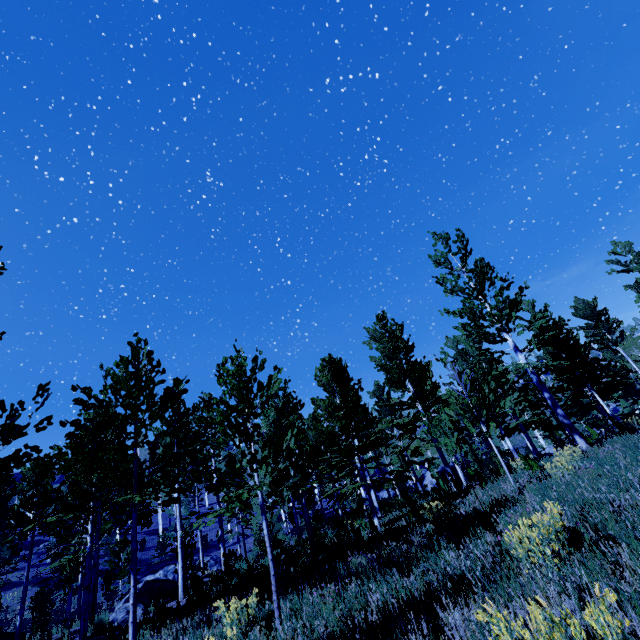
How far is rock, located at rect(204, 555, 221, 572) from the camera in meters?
27.4

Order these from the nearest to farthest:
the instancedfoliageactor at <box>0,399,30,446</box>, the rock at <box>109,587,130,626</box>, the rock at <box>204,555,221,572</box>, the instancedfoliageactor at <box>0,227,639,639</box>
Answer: the instancedfoliageactor at <box>0,399,30,446</box>, the instancedfoliageactor at <box>0,227,639,639</box>, the rock at <box>109,587,130,626</box>, the rock at <box>204,555,221,572</box>

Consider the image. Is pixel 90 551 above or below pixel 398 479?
above

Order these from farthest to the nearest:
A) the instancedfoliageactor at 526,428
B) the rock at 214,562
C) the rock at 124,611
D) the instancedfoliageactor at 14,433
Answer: the rock at 214,562 → the rock at 124,611 → the instancedfoliageactor at 526,428 → the instancedfoliageactor at 14,433

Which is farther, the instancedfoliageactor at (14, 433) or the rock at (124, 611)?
the rock at (124, 611)

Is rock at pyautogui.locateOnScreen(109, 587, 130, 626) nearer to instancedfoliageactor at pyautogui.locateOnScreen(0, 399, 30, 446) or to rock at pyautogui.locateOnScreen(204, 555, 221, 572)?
instancedfoliageactor at pyautogui.locateOnScreen(0, 399, 30, 446)

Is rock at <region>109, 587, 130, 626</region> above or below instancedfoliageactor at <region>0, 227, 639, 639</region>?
below
